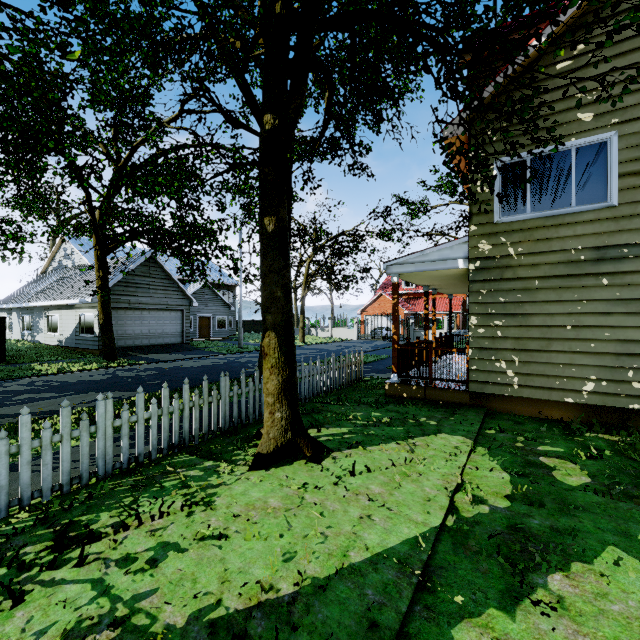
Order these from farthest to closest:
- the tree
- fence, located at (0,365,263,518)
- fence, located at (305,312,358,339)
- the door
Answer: fence, located at (305,312,358,339)
the door
the tree
fence, located at (0,365,263,518)

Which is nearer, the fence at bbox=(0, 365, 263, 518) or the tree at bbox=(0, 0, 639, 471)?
the fence at bbox=(0, 365, 263, 518)

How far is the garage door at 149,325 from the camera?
19.52m

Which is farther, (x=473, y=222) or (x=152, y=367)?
(x=152, y=367)

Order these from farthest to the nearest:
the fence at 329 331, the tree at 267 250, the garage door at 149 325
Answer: the fence at 329 331, the garage door at 149 325, the tree at 267 250

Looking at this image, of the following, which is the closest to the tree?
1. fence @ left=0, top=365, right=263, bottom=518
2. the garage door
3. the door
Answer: fence @ left=0, top=365, right=263, bottom=518

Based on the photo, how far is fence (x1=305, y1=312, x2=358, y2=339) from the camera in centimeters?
3594cm

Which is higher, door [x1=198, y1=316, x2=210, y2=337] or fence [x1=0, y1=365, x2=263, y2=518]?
door [x1=198, y1=316, x2=210, y2=337]
